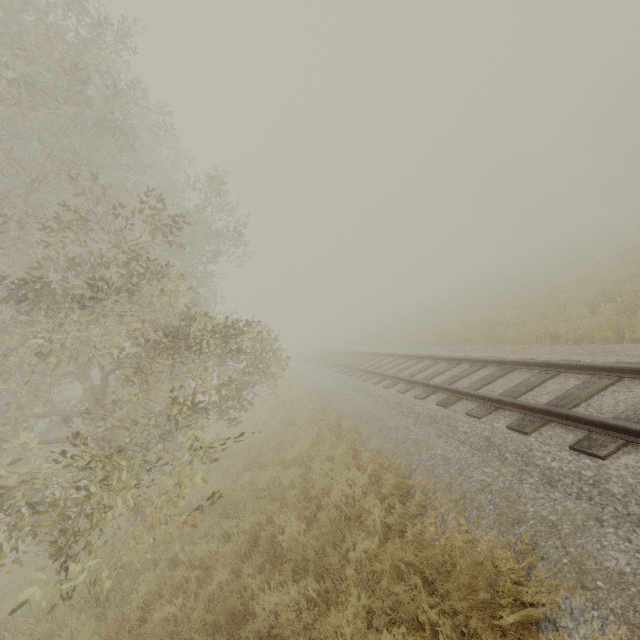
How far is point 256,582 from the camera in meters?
4.8 m
